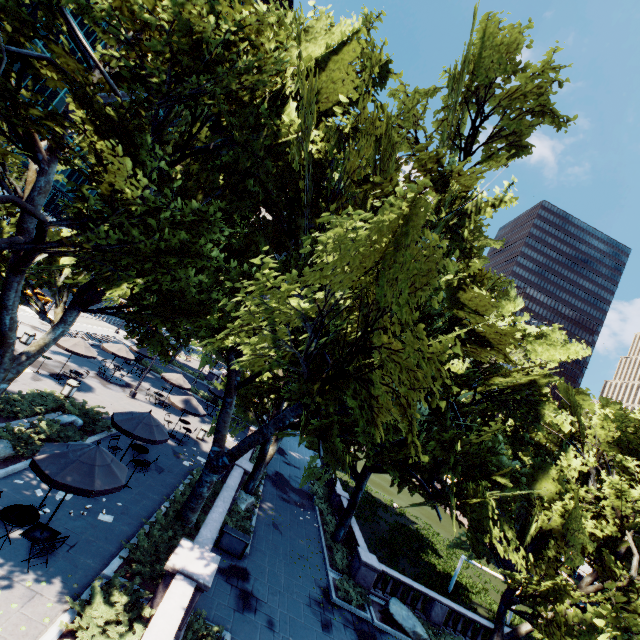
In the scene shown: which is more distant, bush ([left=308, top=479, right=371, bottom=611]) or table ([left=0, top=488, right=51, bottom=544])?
bush ([left=308, top=479, right=371, bottom=611])

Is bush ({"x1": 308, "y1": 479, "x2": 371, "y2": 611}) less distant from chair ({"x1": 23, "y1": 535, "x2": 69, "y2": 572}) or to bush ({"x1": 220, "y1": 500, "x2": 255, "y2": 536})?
bush ({"x1": 220, "y1": 500, "x2": 255, "y2": 536})

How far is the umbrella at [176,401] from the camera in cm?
2169

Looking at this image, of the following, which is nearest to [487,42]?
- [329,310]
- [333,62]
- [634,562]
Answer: [333,62]

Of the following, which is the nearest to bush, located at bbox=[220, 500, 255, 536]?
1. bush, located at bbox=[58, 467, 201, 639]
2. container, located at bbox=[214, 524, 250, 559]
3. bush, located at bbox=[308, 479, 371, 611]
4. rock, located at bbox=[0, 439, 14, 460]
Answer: container, located at bbox=[214, 524, 250, 559]

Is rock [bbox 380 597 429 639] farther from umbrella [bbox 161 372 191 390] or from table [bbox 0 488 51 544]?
umbrella [bbox 161 372 191 390]

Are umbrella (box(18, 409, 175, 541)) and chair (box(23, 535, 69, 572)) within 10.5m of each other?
yes

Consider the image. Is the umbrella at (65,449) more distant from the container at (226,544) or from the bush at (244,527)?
the bush at (244,527)
